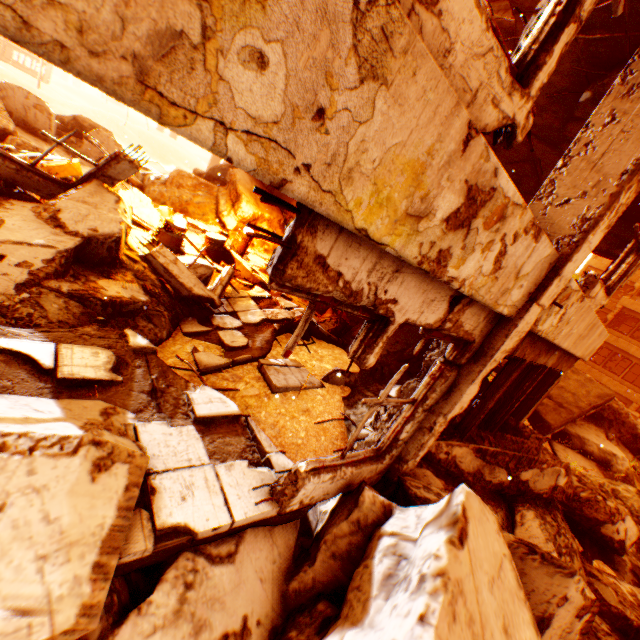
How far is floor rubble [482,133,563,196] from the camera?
6.51m

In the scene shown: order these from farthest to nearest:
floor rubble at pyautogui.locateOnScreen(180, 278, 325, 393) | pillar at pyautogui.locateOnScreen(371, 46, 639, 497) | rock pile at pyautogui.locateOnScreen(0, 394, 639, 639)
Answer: floor rubble at pyautogui.locateOnScreen(180, 278, 325, 393)
pillar at pyautogui.locateOnScreen(371, 46, 639, 497)
rock pile at pyautogui.locateOnScreen(0, 394, 639, 639)

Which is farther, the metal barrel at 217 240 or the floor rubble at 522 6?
the metal barrel at 217 240

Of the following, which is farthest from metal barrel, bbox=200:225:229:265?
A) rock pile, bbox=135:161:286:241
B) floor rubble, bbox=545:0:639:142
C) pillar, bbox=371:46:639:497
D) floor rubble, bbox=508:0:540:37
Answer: floor rubble, bbox=508:0:540:37

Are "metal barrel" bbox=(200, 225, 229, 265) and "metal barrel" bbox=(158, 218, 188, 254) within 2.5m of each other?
yes

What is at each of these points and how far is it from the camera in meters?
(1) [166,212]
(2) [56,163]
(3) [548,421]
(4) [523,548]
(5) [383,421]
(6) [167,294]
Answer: (1) floor rubble, 9.4
(2) floor rubble, 7.2
(3) floor rubble, 8.1
(4) rock pile, 2.9
(5) pillar, 3.9
(6) rock pile, 5.7

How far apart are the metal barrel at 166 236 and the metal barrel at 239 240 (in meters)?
2.20

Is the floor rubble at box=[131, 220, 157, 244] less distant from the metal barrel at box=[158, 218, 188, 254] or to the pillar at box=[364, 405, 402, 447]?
the metal barrel at box=[158, 218, 188, 254]
